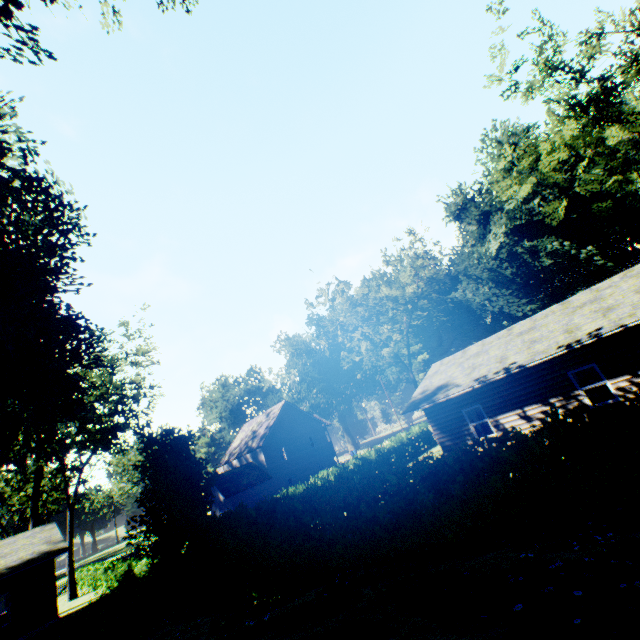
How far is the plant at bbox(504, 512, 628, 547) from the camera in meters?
5.1 m

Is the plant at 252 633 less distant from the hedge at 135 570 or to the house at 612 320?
the hedge at 135 570

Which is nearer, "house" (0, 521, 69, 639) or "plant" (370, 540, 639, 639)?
"plant" (370, 540, 639, 639)

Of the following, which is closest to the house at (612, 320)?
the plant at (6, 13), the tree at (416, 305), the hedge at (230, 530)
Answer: the hedge at (230, 530)

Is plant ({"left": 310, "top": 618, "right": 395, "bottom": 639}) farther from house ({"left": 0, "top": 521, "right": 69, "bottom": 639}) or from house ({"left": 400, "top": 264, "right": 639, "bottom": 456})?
house ({"left": 400, "top": 264, "right": 639, "bottom": 456})

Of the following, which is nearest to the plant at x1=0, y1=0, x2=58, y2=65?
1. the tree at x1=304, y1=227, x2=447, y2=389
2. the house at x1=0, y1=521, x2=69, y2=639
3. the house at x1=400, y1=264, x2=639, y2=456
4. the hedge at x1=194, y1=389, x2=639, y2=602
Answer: the hedge at x1=194, y1=389, x2=639, y2=602

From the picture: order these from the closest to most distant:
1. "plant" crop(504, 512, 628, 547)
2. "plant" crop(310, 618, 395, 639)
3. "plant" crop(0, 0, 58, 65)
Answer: "plant" crop(310, 618, 395, 639)
"plant" crop(504, 512, 628, 547)
"plant" crop(0, 0, 58, 65)

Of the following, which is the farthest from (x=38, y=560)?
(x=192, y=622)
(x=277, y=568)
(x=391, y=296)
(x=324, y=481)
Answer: (x=391, y=296)
